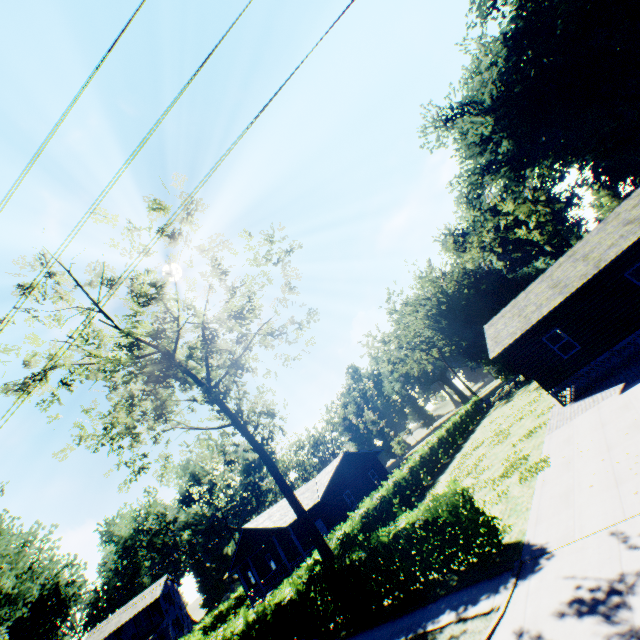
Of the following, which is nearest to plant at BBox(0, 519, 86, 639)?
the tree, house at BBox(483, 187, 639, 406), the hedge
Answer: the hedge

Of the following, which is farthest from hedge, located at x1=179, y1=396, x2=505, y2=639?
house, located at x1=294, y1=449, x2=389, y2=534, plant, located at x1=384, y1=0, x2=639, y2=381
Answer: plant, located at x1=384, y1=0, x2=639, y2=381

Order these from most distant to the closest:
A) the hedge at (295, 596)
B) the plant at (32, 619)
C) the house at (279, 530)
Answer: the house at (279, 530)
the plant at (32, 619)
the hedge at (295, 596)

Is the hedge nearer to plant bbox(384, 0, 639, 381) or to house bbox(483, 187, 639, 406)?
house bbox(483, 187, 639, 406)

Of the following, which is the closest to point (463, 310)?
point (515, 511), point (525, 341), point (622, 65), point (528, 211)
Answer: point (528, 211)

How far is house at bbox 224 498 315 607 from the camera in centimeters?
2700cm

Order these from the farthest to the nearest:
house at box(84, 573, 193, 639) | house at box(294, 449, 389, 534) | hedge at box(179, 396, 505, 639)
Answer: house at box(84, 573, 193, 639) < house at box(294, 449, 389, 534) < hedge at box(179, 396, 505, 639)

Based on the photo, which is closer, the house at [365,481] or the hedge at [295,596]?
the hedge at [295,596]
